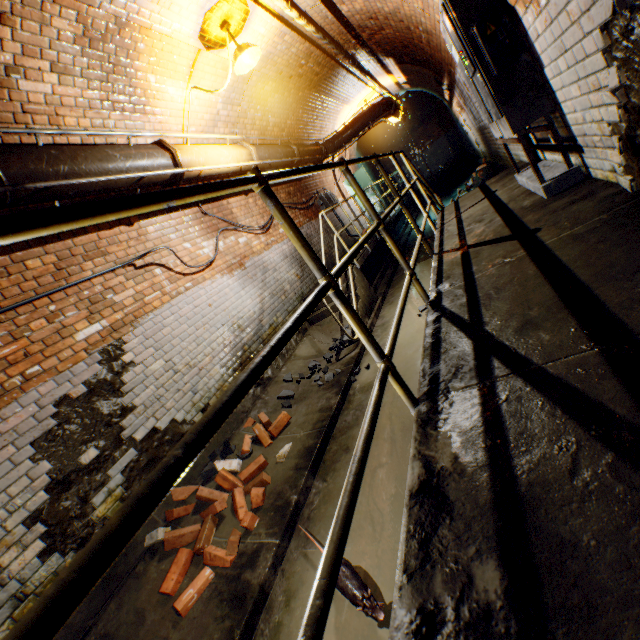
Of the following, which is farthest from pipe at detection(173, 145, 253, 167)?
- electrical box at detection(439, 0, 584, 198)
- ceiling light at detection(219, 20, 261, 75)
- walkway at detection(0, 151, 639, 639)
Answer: electrical box at detection(439, 0, 584, 198)

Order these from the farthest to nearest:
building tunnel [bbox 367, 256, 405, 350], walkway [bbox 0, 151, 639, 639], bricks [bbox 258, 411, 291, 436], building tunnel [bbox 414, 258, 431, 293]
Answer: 1. building tunnel [bbox 414, 258, 431, 293]
2. building tunnel [bbox 367, 256, 405, 350]
3. bricks [bbox 258, 411, 291, 436]
4. walkway [bbox 0, 151, 639, 639]

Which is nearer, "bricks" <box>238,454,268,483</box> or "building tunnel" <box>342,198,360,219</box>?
"bricks" <box>238,454,268,483</box>

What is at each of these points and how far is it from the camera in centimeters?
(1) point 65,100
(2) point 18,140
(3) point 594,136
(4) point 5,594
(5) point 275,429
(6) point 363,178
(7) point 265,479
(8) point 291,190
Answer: (1) building tunnel, 331cm
(2) building tunnel, 307cm
(3) building tunnel, 216cm
(4) building tunnel, 237cm
(5) bricks, 398cm
(6) door, 1311cm
(7) bricks, 329cm
(8) building tunnel, 866cm

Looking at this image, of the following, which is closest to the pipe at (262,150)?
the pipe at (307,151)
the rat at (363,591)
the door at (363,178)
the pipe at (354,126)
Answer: the pipe at (307,151)

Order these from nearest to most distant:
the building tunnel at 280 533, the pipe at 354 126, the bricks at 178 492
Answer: the building tunnel at 280 533
the bricks at 178 492
the pipe at 354 126

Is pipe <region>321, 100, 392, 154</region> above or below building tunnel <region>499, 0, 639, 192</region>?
above

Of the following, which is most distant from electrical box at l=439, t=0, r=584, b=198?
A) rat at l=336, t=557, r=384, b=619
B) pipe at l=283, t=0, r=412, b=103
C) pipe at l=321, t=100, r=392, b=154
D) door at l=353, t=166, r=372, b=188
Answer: door at l=353, t=166, r=372, b=188
